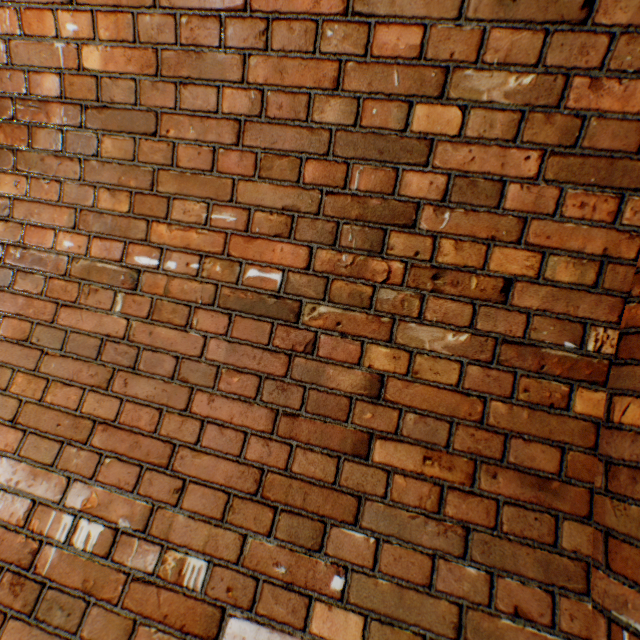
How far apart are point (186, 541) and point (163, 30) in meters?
1.6 m
